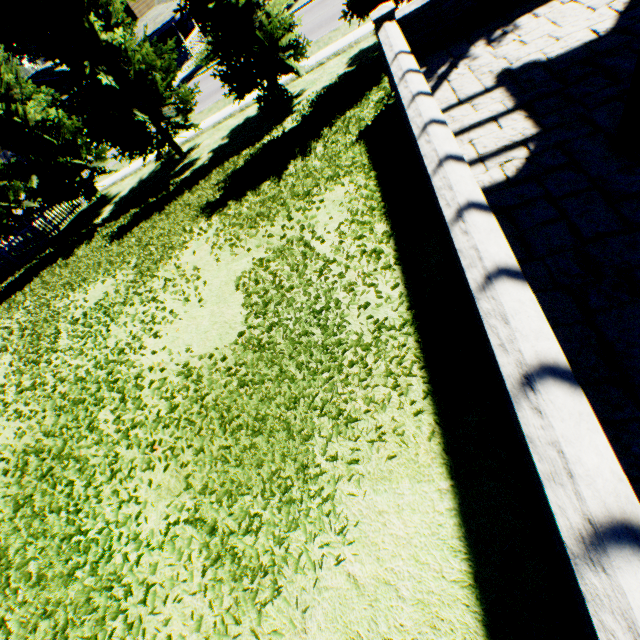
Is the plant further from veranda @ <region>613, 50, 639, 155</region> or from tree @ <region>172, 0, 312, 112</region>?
veranda @ <region>613, 50, 639, 155</region>

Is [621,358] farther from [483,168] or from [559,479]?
[483,168]

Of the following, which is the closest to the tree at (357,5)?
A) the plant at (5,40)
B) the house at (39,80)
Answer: the plant at (5,40)

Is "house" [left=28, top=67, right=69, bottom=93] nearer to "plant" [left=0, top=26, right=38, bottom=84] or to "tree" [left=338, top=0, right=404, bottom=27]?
"plant" [left=0, top=26, right=38, bottom=84]

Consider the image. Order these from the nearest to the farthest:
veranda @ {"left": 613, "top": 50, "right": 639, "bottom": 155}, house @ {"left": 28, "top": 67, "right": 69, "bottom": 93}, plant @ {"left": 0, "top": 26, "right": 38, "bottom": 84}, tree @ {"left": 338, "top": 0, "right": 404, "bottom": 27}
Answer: veranda @ {"left": 613, "top": 50, "right": 639, "bottom": 155} < tree @ {"left": 338, "top": 0, "right": 404, "bottom": 27} < plant @ {"left": 0, "top": 26, "right": 38, "bottom": 84} < house @ {"left": 28, "top": 67, "right": 69, "bottom": 93}

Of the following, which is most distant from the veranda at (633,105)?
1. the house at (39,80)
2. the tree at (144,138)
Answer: the house at (39,80)

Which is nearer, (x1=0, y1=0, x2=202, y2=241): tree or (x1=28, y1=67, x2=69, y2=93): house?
(x1=0, y1=0, x2=202, y2=241): tree

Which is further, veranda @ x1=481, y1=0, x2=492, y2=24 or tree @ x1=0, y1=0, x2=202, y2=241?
tree @ x1=0, y1=0, x2=202, y2=241
